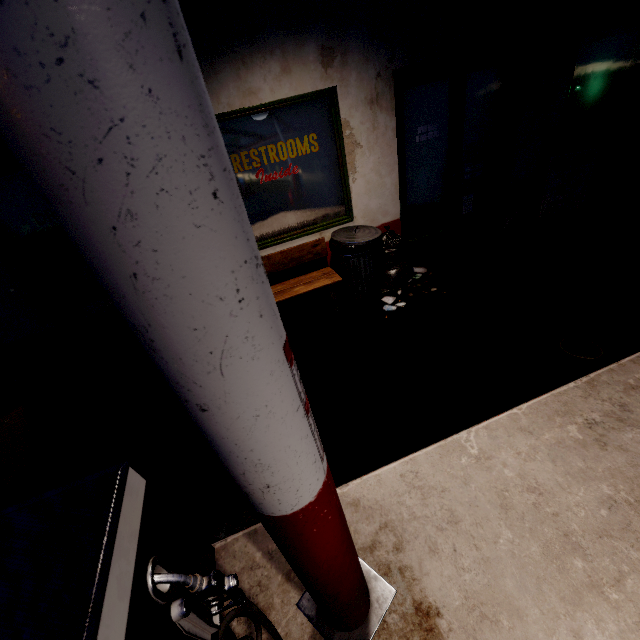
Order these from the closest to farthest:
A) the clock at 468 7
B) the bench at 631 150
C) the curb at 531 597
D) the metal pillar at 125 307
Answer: the metal pillar at 125 307, the curb at 531 597, the clock at 468 7, the bench at 631 150

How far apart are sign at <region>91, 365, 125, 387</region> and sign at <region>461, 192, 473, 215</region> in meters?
5.5

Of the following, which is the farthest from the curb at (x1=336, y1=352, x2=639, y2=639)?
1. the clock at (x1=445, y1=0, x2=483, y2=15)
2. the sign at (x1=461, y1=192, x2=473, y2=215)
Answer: the clock at (x1=445, y1=0, x2=483, y2=15)

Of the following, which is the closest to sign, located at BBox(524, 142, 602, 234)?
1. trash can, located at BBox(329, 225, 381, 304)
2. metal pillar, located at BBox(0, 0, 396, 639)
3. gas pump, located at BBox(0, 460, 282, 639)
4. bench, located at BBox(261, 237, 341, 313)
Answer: trash can, located at BBox(329, 225, 381, 304)

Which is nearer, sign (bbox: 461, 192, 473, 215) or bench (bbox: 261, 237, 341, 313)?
bench (bbox: 261, 237, 341, 313)

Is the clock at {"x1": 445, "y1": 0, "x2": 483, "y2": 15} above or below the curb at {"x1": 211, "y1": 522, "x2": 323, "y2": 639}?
above

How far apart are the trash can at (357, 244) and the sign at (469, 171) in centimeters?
174cm

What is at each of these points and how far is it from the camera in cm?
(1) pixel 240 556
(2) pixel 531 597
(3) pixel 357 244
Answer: (1) curb, 209
(2) curb, 167
(3) trash can, 397
